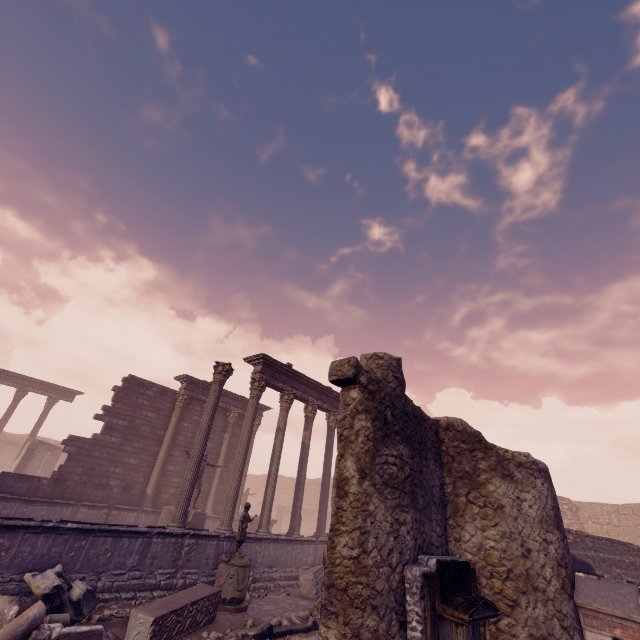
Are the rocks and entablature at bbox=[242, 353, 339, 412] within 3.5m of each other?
no

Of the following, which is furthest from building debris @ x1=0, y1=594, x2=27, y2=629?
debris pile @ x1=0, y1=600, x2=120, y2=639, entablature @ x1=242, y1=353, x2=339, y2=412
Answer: entablature @ x1=242, y1=353, x2=339, y2=412

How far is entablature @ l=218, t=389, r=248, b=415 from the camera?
19.3 meters

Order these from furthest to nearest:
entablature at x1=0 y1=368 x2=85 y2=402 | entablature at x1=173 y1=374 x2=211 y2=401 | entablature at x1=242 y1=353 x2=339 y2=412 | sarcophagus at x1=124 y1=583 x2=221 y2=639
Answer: entablature at x1=0 y1=368 x2=85 y2=402
entablature at x1=173 y1=374 x2=211 y2=401
entablature at x1=242 y1=353 x2=339 y2=412
sarcophagus at x1=124 y1=583 x2=221 y2=639

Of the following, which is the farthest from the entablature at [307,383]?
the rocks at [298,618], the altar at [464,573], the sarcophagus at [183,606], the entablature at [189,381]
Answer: the altar at [464,573]

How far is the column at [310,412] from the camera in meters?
13.3

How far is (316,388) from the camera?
16.0 meters

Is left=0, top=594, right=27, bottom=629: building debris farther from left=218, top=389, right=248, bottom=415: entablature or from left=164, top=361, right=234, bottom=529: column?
left=218, top=389, right=248, bottom=415: entablature
